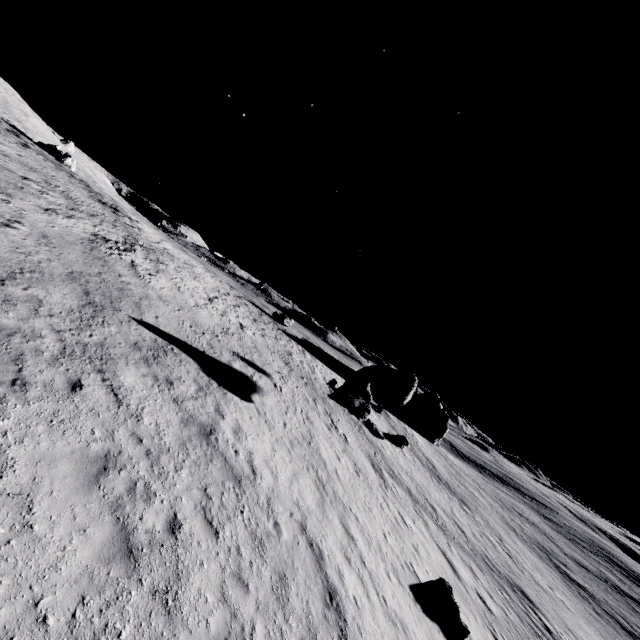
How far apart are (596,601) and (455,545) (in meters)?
28.51

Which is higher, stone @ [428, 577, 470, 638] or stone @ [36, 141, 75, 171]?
stone @ [36, 141, 75, 171]

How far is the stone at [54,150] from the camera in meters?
46.8 m

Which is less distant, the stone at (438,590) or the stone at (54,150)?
the stone at (438,590)

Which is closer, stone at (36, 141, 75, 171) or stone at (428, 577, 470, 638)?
stone at (428, 577, 470, 638)

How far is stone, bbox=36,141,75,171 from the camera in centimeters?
4675cm
